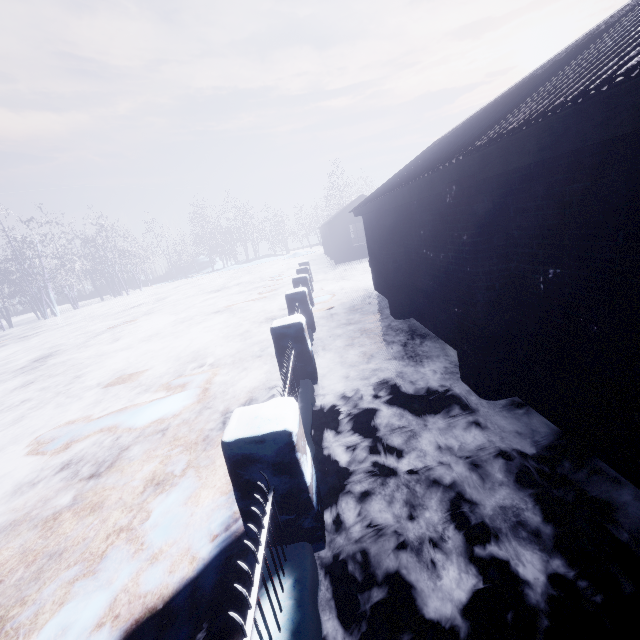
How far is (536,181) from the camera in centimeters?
237cm
